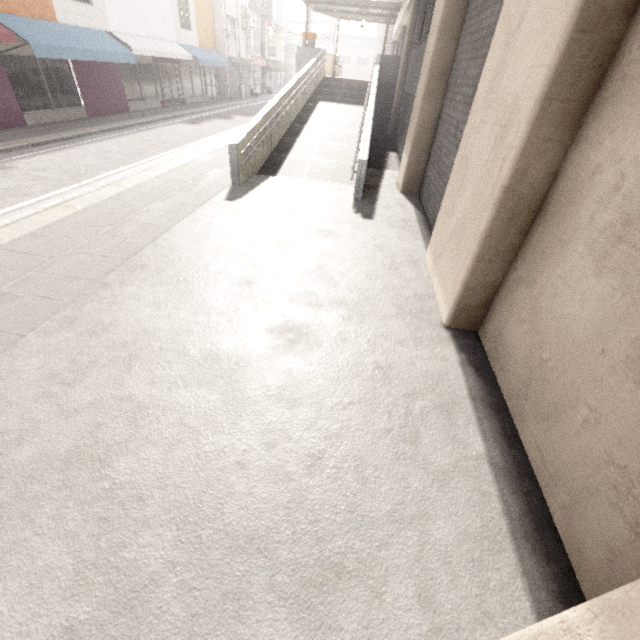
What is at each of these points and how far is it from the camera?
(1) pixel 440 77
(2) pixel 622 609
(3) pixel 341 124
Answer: (1) concrete pillar, 7.03m
(2) concrete pillar, 1.09m
(3) ramp, 12.54m

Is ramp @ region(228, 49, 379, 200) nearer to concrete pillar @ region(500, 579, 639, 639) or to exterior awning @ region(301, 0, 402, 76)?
exterior awning @ region(301, 0, 402, 76)

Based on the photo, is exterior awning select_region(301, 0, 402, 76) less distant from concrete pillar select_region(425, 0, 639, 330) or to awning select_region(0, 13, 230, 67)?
awning select_region(0, 13, 230, 67)

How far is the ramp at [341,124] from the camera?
7.85m

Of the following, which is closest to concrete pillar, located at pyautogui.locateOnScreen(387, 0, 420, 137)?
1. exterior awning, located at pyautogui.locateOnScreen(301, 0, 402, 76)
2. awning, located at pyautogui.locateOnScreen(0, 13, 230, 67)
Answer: exterior awning, located at pyautogui.locateOnScreen(301, 0, 402, 76)

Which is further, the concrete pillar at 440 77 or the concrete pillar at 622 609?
the concrete pillar at 440 77

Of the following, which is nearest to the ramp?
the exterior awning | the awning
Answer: the exterior awning

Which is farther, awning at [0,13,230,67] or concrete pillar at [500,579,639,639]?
awning at [0,13,230,67]
